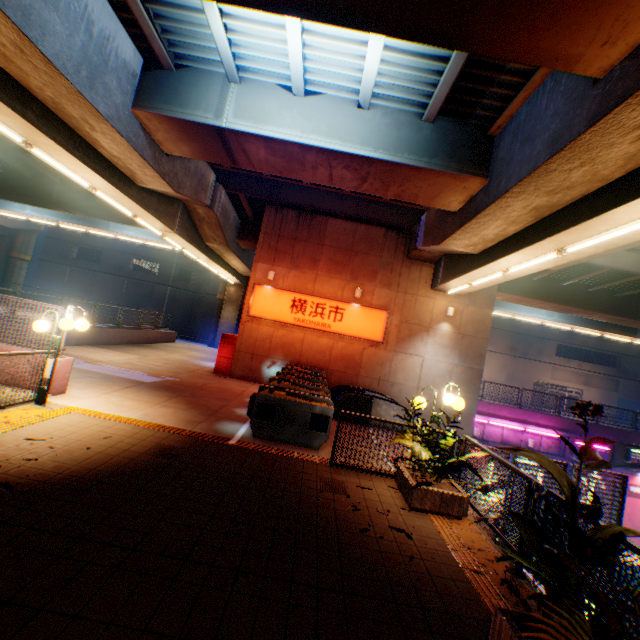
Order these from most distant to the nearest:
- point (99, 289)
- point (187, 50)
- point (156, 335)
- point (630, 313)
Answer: point (99, 289), point (156, 335), point (630, 313), point (187, 50)

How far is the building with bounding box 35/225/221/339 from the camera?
40.5m

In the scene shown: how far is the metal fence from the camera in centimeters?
447cm

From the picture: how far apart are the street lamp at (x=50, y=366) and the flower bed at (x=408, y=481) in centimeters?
754cm

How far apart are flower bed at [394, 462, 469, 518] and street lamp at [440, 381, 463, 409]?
0.4m

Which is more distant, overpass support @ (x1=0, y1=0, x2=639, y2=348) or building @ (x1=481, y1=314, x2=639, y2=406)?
building @ (x1=481, y1=314, x2=639, y2=406)

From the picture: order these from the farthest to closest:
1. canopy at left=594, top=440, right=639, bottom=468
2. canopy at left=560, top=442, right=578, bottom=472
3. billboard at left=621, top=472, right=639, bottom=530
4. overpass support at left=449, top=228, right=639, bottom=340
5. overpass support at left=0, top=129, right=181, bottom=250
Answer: billboard at left=621, top=472, right=639, bottom=530 < canopy at left=560, top=442, right=578, bottom=472 < overpass support at left=0, top=129, right=181, bottom=250 < canopy at left=594, top=440, right=639, bottom=468 < overpass support at left=449, top=228, right=639, bottom=340

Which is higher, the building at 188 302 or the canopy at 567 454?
the building at 188 302
